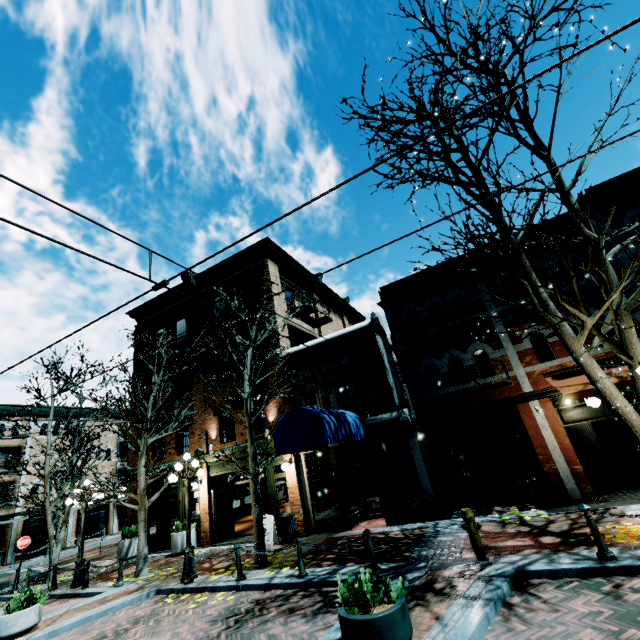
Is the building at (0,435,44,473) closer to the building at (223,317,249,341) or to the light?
the building at (223,317,249,341)

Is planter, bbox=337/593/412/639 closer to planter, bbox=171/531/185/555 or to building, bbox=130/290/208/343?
building, bbox=130/290/208/343

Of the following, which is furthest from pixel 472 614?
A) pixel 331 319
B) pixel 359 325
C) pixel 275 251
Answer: pixel 275 251

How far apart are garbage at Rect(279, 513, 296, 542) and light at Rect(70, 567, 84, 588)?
7.5m

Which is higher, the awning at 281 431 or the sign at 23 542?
the awning at 281 431

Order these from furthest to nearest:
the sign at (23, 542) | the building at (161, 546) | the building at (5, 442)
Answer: the building at (5, 442) < the building at (161, 546) < the sign at (23, 542)

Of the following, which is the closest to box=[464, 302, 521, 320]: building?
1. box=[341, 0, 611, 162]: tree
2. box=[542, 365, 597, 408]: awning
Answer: box=[542, 365, 597, 408]: awning

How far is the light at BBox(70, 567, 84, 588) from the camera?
11.94m
